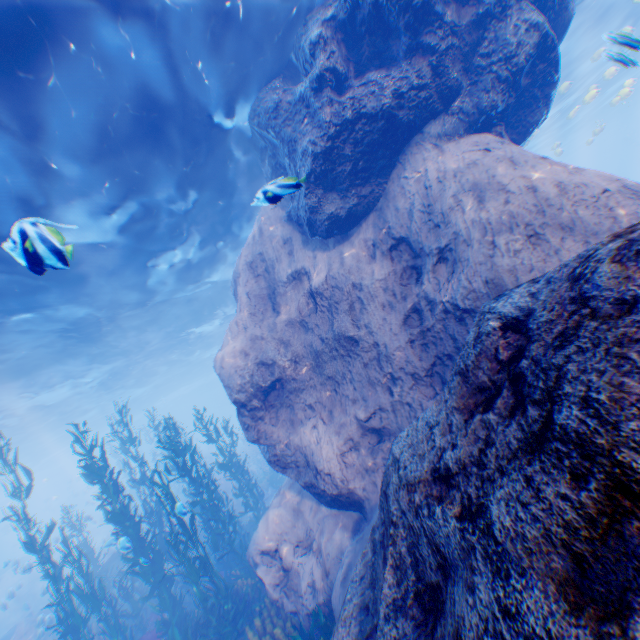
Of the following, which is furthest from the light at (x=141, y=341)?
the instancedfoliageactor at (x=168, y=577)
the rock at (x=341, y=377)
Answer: the instancedfoliageactor at (x=168, y=577)

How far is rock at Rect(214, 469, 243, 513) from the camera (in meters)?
19.58

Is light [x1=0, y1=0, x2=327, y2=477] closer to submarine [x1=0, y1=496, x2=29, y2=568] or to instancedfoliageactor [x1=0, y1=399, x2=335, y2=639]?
submarine [x1=0, y1=496, x2=29, y2=568]

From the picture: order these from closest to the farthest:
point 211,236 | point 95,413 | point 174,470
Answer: point 211,236 < point 174,470 < point 95,413

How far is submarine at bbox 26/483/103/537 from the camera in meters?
36.3 m

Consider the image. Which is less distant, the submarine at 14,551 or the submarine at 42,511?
the submarine at 14,551

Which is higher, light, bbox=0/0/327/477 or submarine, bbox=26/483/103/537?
light, bbox=0/0/327/477

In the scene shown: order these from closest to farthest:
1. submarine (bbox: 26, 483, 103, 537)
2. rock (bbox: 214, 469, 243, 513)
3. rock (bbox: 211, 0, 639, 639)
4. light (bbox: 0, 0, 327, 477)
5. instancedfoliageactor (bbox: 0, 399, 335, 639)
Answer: rock (bbox: 211, 0, 639, 639)
light (bbox: 0, 0, 327, 477)
instancedfoliageactor (bbox: 0, 399, 335, 639)
rock (bbox: 214, 469, 243, 513)
submarine (bbox: 26, 483, 103, 537)
